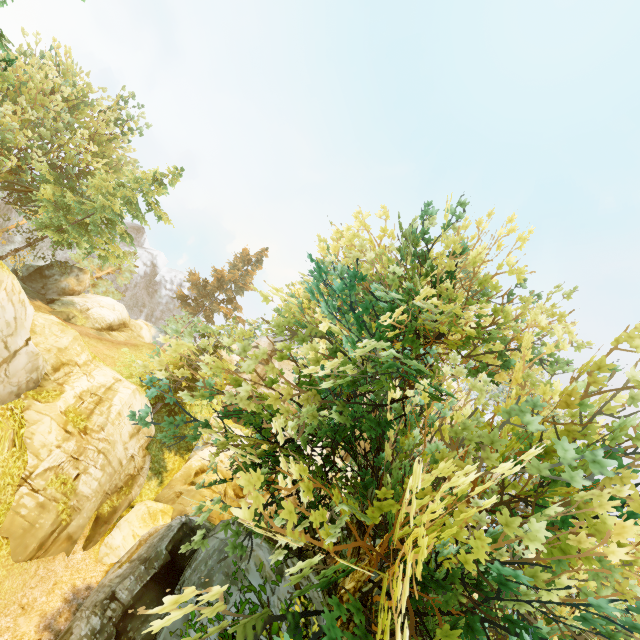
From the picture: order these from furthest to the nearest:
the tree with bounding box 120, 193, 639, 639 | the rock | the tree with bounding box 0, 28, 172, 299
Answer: the rock, the tree with bounding box 0, 28, 172, 299, the tree with bounding box 120, 193, 639, 639

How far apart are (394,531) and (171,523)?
13.0m

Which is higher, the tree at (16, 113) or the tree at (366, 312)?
the tree at (16, 113)

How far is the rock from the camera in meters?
29.4 m

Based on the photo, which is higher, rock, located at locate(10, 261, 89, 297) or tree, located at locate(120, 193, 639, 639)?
rock, located at locate(10, 261, 89, 297)

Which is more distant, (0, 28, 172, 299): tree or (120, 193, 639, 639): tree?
(0, 28, 172, 299): tree

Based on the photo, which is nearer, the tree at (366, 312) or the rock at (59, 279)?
the tree at (366, 312)

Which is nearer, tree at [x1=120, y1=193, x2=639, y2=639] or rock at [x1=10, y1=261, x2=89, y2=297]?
tree at [x1=120, y1=193, x2=639, y2=639]
